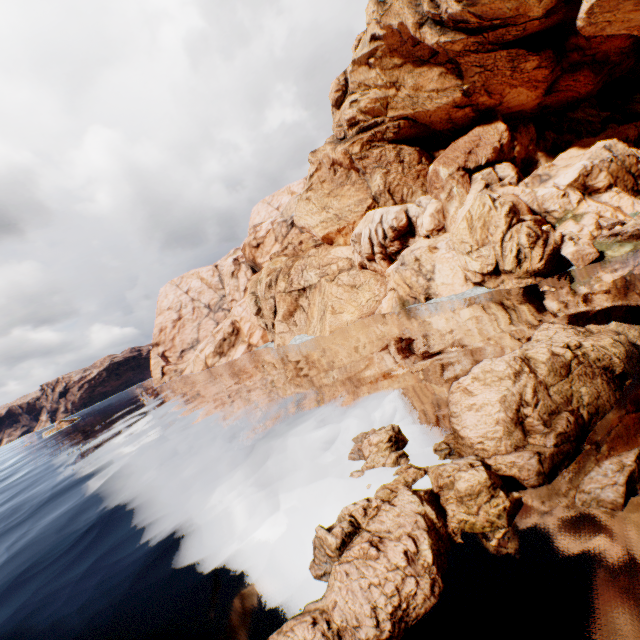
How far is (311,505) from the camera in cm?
1122

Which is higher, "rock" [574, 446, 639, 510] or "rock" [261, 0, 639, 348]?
"rock" [261, 0, 639, 348]

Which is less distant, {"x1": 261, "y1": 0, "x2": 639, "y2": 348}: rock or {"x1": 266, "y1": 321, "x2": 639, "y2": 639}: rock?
{"x1": 266, "y1": 321, "x2": 639, "y2": 639}: rock

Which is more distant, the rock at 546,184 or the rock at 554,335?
the rock at 546,184
